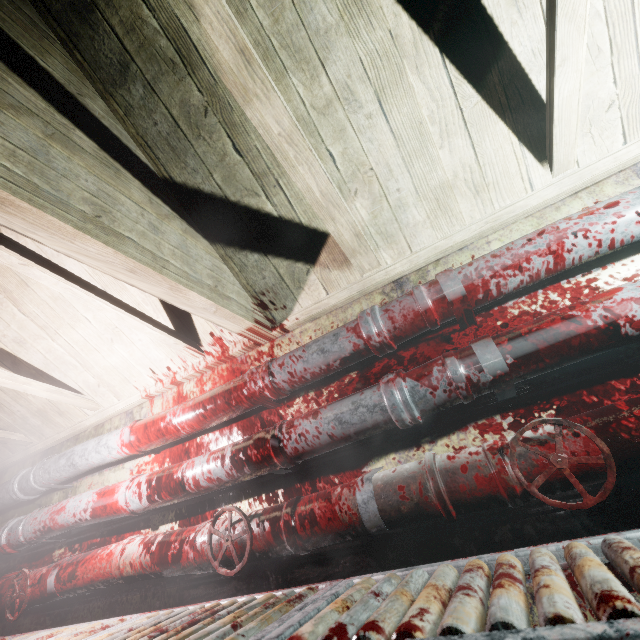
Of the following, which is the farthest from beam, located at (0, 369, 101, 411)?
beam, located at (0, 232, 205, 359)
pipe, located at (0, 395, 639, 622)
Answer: pipe, located at (0, 395, 639, 622)

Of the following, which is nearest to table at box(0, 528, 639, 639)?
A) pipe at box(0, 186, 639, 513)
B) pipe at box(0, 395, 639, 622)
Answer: pipe at box(0, 395, 639, 622)

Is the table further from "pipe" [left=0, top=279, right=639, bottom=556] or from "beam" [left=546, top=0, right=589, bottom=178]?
"beam" [left=546, top=0, right=589, bottom=178]

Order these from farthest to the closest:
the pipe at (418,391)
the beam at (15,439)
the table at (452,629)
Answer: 1. the beam at (15,439)
2. the pipe at (418,391)
3. the table at (452,629)

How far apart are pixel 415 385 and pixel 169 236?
1.2m

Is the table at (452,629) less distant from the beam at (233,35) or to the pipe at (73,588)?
the pipe at (73,588)

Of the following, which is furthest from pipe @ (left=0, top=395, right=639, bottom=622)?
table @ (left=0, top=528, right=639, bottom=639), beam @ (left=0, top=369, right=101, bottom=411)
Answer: beam @ (left=0, top=369, right=101, bottom=411)

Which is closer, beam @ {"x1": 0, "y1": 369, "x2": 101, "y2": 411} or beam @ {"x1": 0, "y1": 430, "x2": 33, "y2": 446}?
beam @ {"x1": 0, "y1": 369, "x2": 101, "y2": 411}
